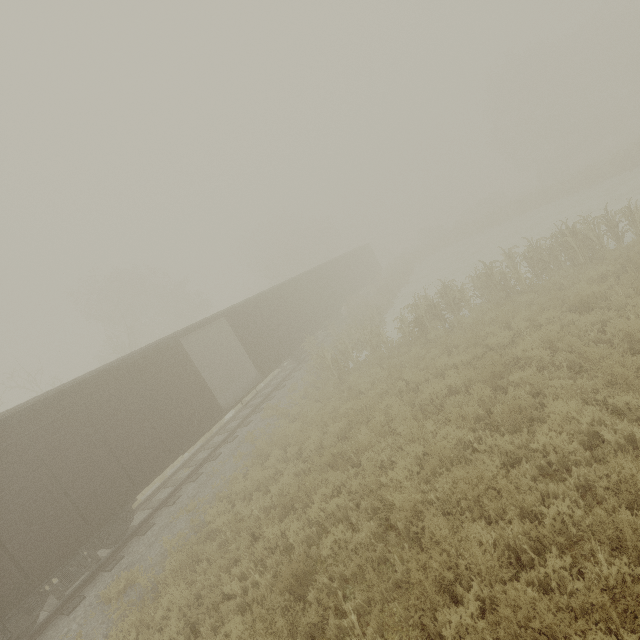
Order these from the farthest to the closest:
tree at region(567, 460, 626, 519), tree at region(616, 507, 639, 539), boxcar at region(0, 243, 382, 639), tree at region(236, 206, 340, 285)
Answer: tree at region(236, 206, 340, 285) < boxcar at region(0, 243, 382, 639) < tree at region(567, 460, 626, 519) < tree at region(616, 507, 639, 539)

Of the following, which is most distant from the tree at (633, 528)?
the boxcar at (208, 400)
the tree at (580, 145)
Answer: the tree at (580, 145)

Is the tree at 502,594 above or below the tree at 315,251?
below

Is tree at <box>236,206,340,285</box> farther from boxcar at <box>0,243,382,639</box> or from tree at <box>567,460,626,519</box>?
boxcar at <box>0,243,382,639</box>

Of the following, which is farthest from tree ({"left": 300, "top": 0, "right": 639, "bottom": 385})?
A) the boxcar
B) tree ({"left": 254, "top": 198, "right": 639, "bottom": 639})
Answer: the boxcar

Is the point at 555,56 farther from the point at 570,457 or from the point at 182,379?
the point at 182,379

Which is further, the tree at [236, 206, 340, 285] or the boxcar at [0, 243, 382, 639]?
the tree at [236, 206, 340, 285]

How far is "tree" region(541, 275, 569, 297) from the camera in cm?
1012
